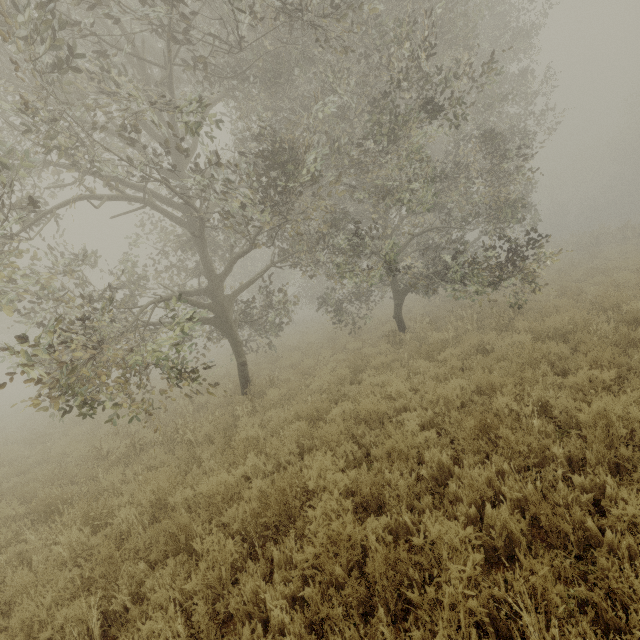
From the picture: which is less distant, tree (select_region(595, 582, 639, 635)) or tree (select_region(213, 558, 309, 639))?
tree (select_region(595, 582, 639, 635))

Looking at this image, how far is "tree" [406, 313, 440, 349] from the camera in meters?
9.9 m

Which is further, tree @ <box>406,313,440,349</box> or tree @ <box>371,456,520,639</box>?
tree @ <box>406,313,440,349</box>

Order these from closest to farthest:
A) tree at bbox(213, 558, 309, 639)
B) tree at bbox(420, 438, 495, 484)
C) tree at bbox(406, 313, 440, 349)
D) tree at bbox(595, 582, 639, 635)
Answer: tree at bbox(595, 582, 639, 635), tree at bbox(213, 558, 309, 639), tree at bbox(420, 438, 495, 484), tree at bbox(406, 313, 440, 349)

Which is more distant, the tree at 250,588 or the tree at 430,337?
the tree at 430,337

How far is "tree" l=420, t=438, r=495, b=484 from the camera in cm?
390

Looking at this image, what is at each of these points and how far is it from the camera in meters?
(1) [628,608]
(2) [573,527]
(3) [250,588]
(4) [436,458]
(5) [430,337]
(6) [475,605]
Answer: (1) tree, 2.2 m
(2) tree, 3.0 m
(3) tree, 3.0 m
(4) tree, 4.2 m
(5) tree, 10.0 m
(6) tree, 2.2 m

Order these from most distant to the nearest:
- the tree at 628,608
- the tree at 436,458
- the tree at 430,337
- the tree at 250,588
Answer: the tree at 430,337 < the tree at 436,458 < the tree at 250,588 < the tree at 628,608
